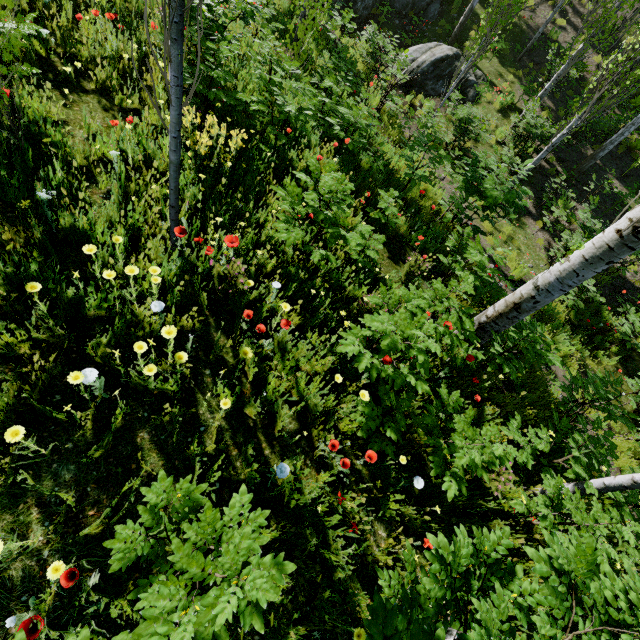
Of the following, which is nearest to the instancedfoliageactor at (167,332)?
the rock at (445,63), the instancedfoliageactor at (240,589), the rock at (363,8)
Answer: the instancedfoliageactor at (240,589)

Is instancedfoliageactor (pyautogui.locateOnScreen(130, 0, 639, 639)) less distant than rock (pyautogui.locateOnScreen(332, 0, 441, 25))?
Yes

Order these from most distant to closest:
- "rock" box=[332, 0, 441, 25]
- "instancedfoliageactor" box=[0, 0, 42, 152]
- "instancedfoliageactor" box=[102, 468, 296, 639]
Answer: "rock" box=[332, 0, 441, 25] < "instancedfoliageactor" box=[0, 0, 42, 152] < "instancedfoliageactor" box=[102, 468, 296, 639]

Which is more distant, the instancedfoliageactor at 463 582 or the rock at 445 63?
the rock at 445 63

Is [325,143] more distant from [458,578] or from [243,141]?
[458,578]

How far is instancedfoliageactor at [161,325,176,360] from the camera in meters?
2.1 m

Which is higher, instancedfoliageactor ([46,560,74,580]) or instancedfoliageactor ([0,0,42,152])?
instancedfoliageactor ([0,0,42,152])

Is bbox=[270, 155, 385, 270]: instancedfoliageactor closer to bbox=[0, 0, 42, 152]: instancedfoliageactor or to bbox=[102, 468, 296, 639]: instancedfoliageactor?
bbox=[0, 0, 42, 152]: instancedfoliageactor
